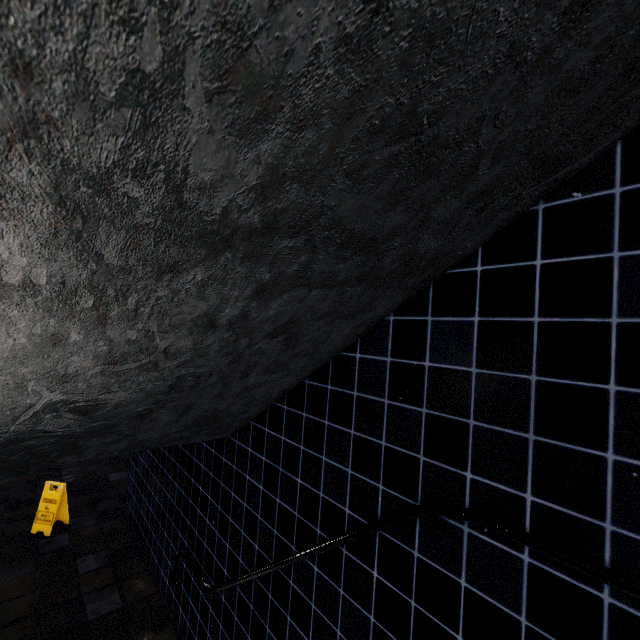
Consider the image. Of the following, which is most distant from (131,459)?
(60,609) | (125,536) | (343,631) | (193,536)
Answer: (343,631)
